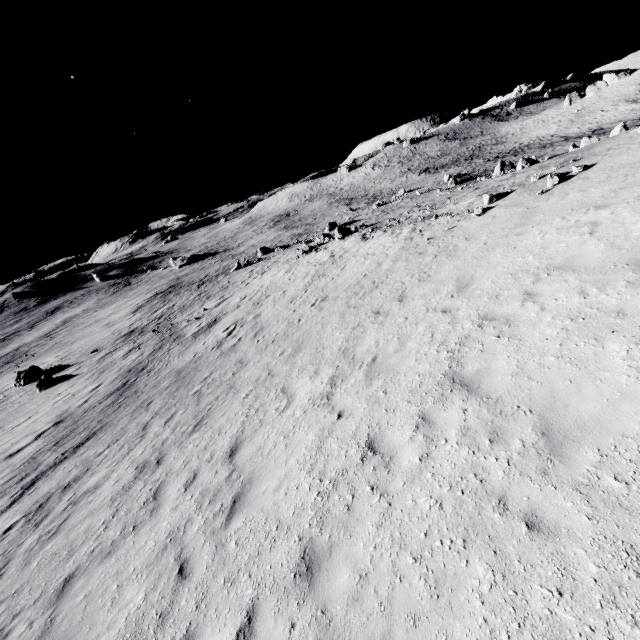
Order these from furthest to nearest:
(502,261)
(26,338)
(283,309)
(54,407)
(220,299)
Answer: (26,338)
(220,299)
(54,407)
(283,309)
(502,261)
